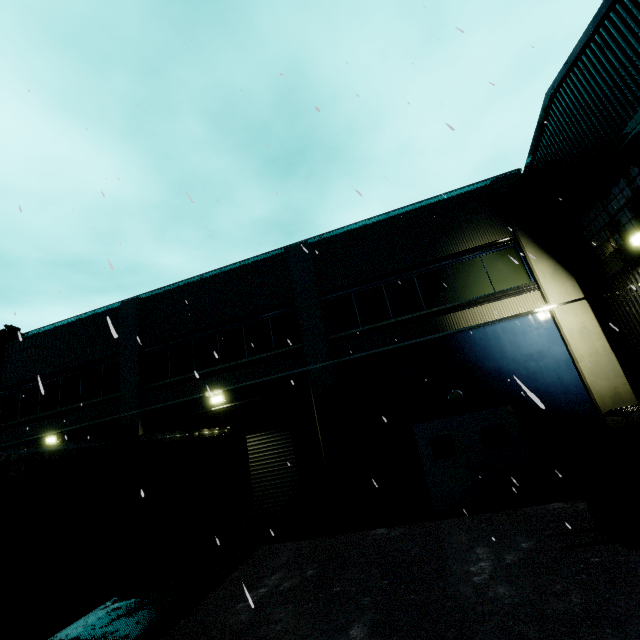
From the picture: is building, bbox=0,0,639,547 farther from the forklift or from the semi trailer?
the semi trailer

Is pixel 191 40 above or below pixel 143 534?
above

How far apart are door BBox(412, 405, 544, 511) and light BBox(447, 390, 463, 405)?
0.3m

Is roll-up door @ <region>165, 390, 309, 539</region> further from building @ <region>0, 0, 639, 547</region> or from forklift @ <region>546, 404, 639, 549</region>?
forklift @ <region>546, 404, 639, 549</region>

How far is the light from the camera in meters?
9.8

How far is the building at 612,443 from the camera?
8.5 meters

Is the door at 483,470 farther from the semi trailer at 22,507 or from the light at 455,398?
the semi trailer at 22,507

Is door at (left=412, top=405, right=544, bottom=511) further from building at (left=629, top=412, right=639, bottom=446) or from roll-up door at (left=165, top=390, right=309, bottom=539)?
roll-up door at (left=165, top=390, right=309, bottom=539)
